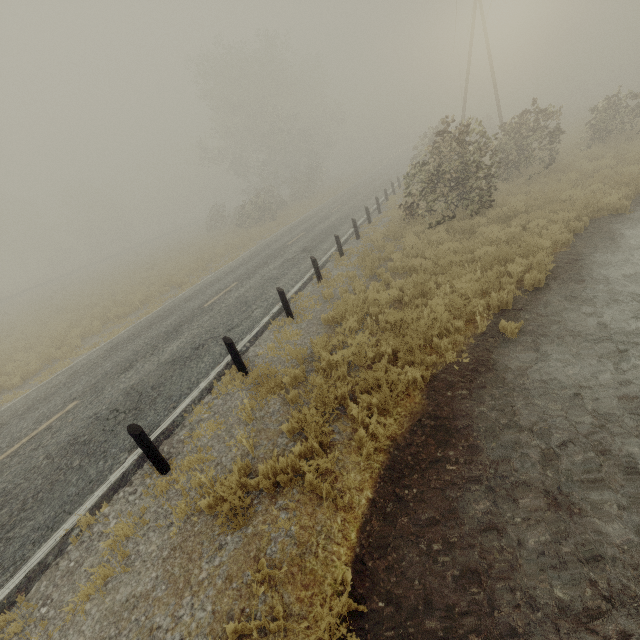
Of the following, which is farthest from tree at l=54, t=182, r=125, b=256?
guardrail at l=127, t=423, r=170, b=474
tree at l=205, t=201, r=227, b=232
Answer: guardrail at l=127, t=423, r=170, b=474

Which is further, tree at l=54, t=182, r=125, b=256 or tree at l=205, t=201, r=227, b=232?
tree at l=54, t=182, r=125, b=256

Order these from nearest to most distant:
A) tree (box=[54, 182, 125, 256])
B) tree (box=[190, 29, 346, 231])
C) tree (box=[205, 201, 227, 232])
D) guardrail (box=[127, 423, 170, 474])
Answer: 1. guardrail (box=[127, 423, 170, 474])
2. tree (box=[190, 29, 346, 231])
3. tree (box=[205, 201, 227, 232])
4. tree (box=[54, 182, 125, 256])

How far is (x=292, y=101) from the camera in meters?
47.1

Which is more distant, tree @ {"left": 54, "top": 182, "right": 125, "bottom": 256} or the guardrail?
tree @ {"left": 54, "top": 182, "right": 125, "bottom": 256}

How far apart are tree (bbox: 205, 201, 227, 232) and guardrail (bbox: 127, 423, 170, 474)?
36.84m

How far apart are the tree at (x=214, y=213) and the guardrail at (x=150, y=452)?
36.8m

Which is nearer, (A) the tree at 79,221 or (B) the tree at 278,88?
(B) the tree at 278,88
